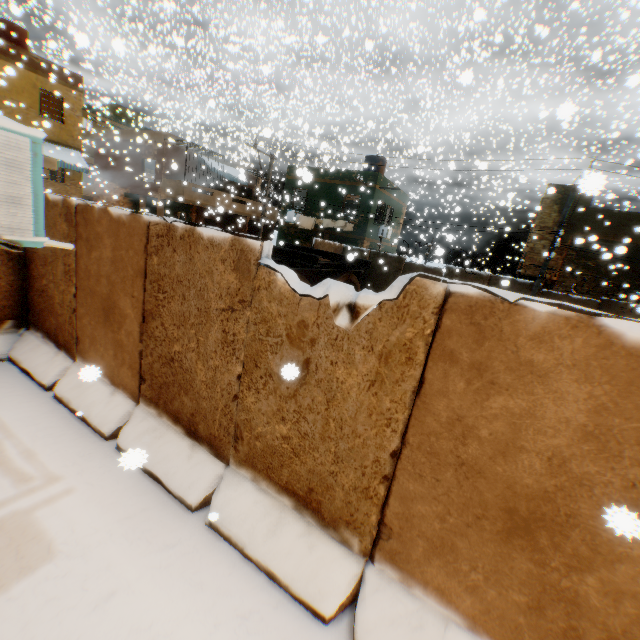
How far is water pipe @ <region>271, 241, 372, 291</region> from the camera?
9.1m

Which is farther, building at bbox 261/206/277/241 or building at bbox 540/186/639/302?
building at bbox 261/206/277/241

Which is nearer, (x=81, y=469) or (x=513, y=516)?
(x=513, y=516)

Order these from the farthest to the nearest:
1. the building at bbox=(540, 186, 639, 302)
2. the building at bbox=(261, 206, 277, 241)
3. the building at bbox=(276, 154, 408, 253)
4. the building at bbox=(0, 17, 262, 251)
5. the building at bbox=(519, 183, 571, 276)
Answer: the building at bbox=(261, 206, 277, 241) → the building at bbox=(276, 154, 408, 253) → the building at bbox=(519, 183, 571, 276) → the building at bbox=(540, 186, 639, 302) → the building at bbox=(0, 17, 262, 251)

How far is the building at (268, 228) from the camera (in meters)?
28.05

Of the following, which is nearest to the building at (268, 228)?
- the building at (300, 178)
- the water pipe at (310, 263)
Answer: the building at (300, 178)

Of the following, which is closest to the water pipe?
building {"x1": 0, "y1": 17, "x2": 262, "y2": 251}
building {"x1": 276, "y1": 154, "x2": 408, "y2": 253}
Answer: building {"x1": 276, "y1": 154, "x2": 408, "y2": 253}
